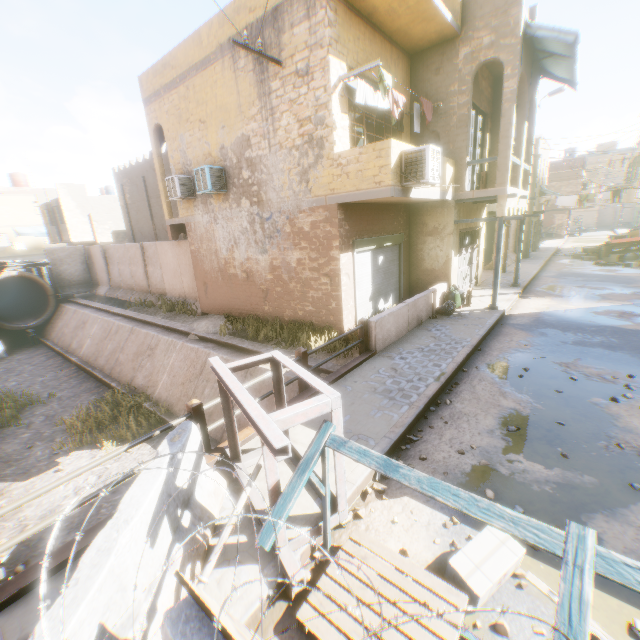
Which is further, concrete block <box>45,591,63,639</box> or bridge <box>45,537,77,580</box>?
bridge <box>45,537,77,580</box>

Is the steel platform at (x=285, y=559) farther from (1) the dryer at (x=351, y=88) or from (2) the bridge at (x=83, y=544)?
(1) the dryer at (x=351, y=88)

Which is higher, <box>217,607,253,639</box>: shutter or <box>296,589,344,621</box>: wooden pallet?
<box>217,607,253,639</box>: shutter

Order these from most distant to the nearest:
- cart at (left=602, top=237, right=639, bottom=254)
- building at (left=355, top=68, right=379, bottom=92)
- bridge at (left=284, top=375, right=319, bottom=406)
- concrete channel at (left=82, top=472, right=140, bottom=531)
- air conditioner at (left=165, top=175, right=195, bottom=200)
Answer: cart at (left=602, top=237, right=639, bottom=254)
air conditioner at (left=165, top=175, right=195, bottom=200)
building at (left=355, top=68, right=379, bottom=92)
concrete channel at (left=82, top=472, right=140, bottom=531)
bridge at (left=284, top=375, right=319, bottom=406)

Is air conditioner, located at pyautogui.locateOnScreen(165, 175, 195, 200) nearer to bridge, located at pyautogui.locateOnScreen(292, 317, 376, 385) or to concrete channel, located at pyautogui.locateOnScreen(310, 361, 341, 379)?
concrete channel, located at pyautogui.locateOnScreen(310, 361, 341, 379)

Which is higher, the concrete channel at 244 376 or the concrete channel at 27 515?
the concrete channel at 244 376

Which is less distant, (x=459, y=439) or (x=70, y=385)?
(x=459, y=439)

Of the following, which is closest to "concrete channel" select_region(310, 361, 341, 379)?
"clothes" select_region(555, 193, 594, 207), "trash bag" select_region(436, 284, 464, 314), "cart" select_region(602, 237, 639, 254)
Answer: "trash bag" select_region(436, 284, 464, 314)
